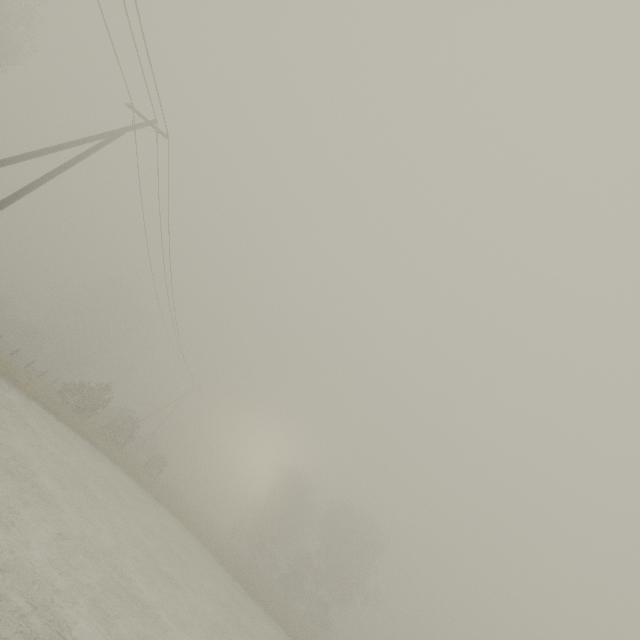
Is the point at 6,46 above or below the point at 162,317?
above
